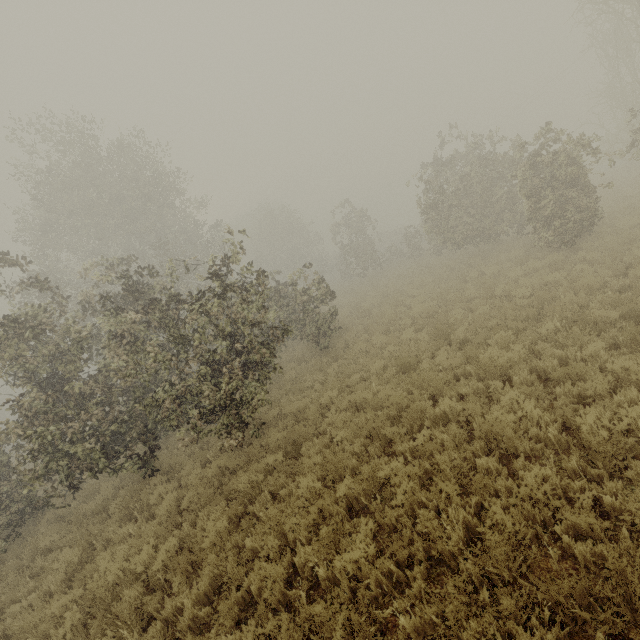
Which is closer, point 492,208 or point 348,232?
point 492,208
